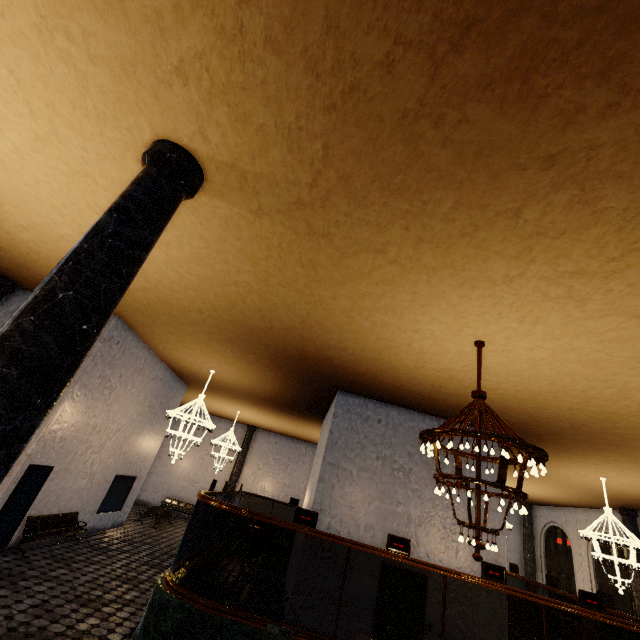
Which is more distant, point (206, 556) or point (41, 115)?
point (206, 556)
